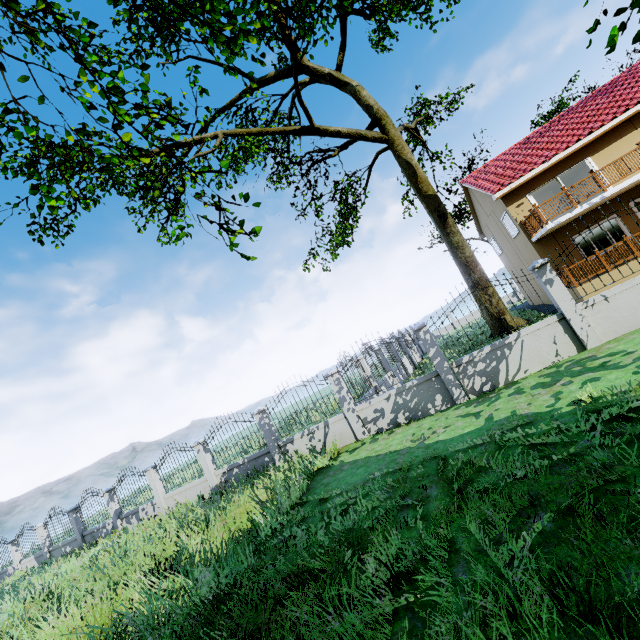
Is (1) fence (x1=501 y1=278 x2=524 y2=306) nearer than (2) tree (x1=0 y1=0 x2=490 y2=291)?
No

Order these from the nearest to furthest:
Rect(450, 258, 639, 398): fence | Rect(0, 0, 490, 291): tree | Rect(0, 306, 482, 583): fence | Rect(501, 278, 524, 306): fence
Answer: Rect(0, 0, 490, 291): tree, Rect(450, 258, 639, 398): fence, Rect(501, 278, 524, 306): fence, Rect(0, 306, 482, 583): fence

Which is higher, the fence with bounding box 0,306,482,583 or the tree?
the tree

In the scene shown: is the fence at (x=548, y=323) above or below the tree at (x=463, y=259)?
below

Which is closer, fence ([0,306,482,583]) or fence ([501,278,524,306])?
fence ([501,278,524,306])

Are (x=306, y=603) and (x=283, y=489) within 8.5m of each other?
yes

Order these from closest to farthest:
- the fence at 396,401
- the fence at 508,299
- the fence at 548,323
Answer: the fence at 548,323
the fence at 508,299
the fence at 396,401
